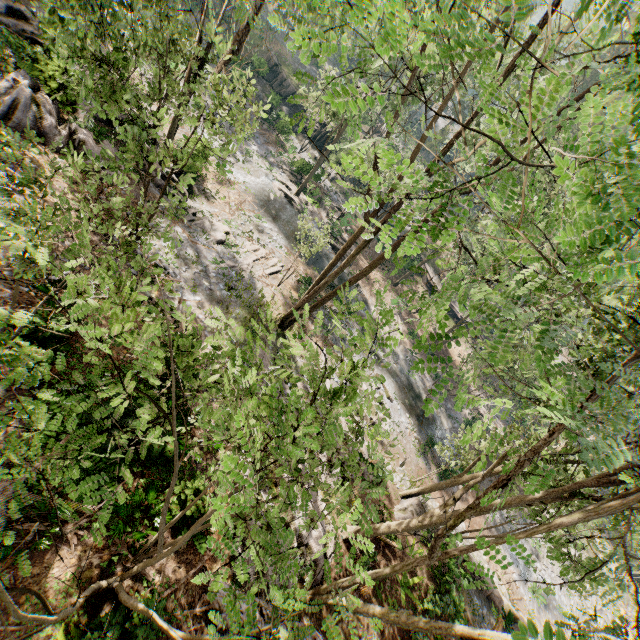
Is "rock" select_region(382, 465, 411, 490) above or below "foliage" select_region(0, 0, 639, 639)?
below

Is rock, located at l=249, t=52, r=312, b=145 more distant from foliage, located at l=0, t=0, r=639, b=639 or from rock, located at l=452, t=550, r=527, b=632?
rock, located at l=452, t=550, r=527, b=632

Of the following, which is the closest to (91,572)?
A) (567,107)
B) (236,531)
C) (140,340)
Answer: (236,531)

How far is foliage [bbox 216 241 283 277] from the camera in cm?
2089

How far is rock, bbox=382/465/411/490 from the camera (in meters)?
18.72

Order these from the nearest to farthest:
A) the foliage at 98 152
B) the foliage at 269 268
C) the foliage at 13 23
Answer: the foliage at 98 152 < the foliage at 13 23 < the foliage at 269 268

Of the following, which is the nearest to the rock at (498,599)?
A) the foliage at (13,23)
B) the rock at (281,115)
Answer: the foliage at (13,23)

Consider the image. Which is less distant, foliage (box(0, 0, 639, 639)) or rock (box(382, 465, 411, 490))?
foliage (box(0, 0, 639, 639))
